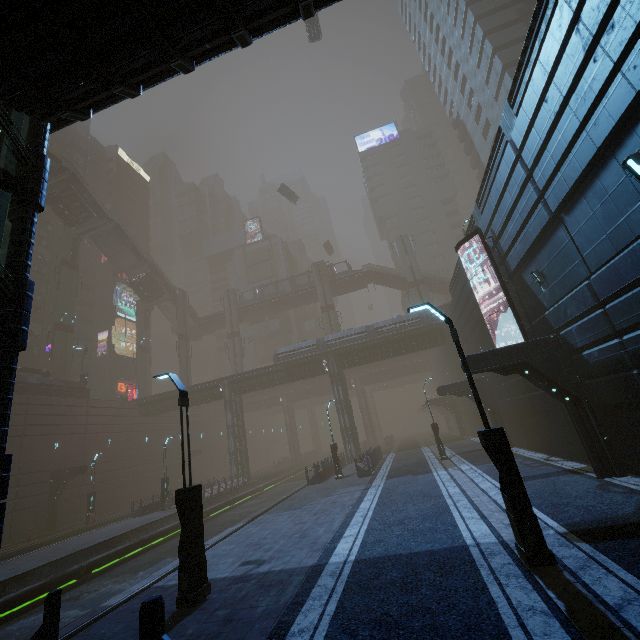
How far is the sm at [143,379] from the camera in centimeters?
4912cm

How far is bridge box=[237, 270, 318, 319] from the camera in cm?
5497

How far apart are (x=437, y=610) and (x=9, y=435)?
36.72m

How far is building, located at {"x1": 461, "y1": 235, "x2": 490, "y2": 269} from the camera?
17.3 meters

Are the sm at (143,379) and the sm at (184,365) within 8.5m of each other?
yes

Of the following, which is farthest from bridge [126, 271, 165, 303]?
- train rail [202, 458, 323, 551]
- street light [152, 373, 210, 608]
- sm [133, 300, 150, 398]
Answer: street light [152, 373, 210, 608]

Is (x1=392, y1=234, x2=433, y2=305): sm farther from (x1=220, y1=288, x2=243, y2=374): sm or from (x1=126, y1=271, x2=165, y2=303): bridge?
(x1=126, y1=271, x2=165, y2=303): bridge

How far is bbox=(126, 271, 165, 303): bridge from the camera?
48.8 meters
